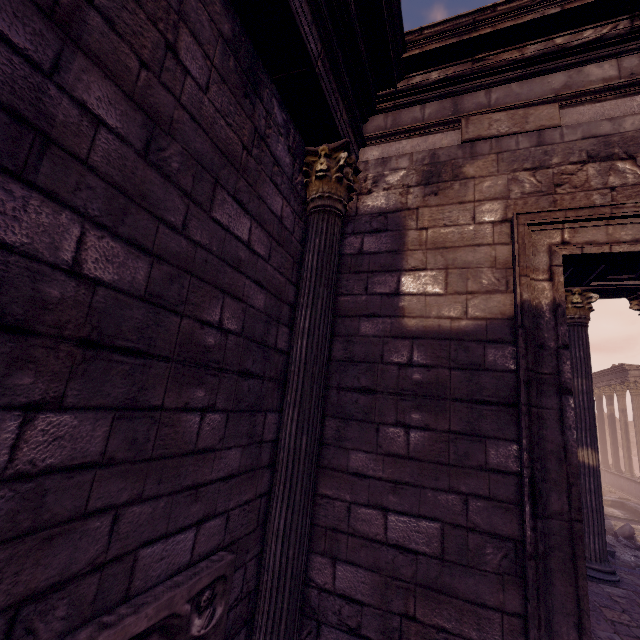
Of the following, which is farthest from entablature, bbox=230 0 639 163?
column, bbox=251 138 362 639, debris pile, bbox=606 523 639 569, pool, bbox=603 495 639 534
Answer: pool, bbox=603 495 639 534

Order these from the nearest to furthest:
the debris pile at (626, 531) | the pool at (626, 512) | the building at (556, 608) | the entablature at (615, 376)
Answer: the building at (556, 608) < the debris pile at (626, 531) < the pool at (626, 512) < the entablature at (615, 376)

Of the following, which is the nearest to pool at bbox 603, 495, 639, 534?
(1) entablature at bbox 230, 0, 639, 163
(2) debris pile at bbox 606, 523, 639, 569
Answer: (2) debris pile at bbox 606, 523, 639, 569

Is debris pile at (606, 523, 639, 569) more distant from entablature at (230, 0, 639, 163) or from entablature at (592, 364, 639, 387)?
entablature at (230, 0, 639, 163)

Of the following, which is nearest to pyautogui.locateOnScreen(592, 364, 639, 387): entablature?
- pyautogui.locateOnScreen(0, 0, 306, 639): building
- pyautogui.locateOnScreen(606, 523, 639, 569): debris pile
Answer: pyautogui.locateOnScreen(606, 523, 639, 569): debris pile

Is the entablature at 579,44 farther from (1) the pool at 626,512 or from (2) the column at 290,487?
(1) the pool at 626,512

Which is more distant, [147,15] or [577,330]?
[577,330]

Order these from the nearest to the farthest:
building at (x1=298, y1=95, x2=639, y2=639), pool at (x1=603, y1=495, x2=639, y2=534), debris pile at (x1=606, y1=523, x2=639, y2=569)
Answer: building at (x1=298, y1=95, x2=639, y2=639), debris pile at (x1=606, y1=523, x2=639, y2=569), pool at (x1=603, y1=495, x2=639, y2=534)
